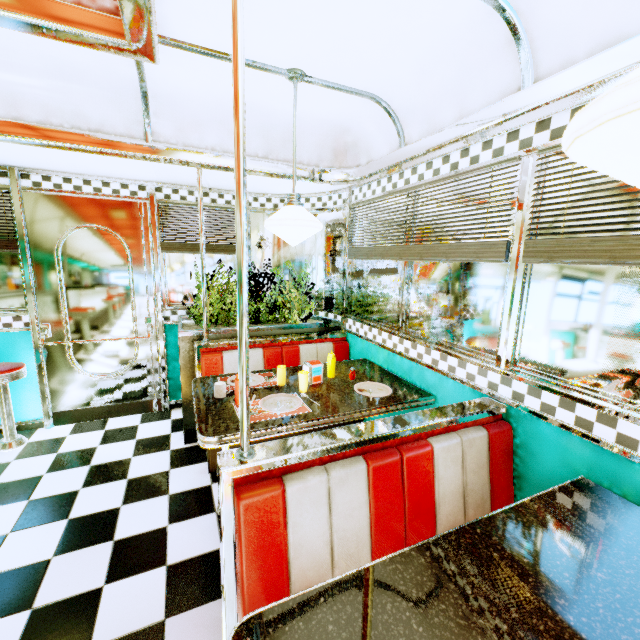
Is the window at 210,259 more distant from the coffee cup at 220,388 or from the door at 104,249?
the coffee cup at 220,388

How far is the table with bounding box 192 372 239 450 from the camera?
1.8m

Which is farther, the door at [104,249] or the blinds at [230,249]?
the blinds at [230,249]

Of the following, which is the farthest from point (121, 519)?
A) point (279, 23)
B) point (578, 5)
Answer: point (578, 5)

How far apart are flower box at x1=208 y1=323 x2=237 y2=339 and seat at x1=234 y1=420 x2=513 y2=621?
2.1 meters

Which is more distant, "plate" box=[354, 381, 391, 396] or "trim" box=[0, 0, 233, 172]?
"plate" box=[354, 381, 391, 396]

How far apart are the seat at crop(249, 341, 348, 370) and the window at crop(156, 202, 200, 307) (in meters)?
1.10

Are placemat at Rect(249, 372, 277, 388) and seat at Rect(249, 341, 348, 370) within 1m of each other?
yes
